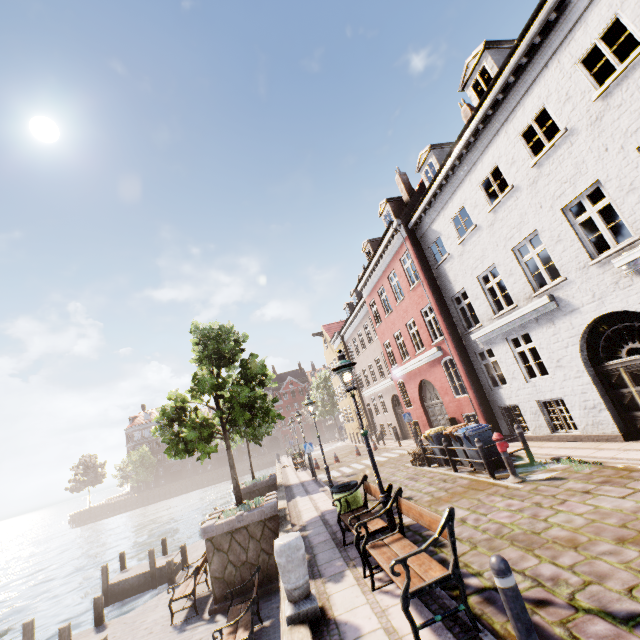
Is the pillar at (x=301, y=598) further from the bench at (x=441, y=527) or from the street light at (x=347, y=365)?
the street light at (x=347, y=365)

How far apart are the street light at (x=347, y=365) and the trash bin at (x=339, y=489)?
2.5m

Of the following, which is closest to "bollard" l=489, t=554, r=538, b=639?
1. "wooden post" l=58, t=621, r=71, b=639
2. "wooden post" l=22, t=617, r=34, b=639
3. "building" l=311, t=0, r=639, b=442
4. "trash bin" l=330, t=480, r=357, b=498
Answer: "trash bin" l=330, t=480, r=357, b=498

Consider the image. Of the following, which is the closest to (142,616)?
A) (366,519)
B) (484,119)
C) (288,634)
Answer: (288,634)

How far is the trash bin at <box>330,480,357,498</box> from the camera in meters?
8.1

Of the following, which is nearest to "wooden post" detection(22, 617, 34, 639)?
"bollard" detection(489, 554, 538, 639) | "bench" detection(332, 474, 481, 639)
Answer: "bench" detection(332, 474, 481, 639)

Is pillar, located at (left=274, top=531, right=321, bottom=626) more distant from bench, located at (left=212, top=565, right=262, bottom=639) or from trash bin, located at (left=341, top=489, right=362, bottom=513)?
trash bin, located at (left=341, top=489, right=362, bottom=513)

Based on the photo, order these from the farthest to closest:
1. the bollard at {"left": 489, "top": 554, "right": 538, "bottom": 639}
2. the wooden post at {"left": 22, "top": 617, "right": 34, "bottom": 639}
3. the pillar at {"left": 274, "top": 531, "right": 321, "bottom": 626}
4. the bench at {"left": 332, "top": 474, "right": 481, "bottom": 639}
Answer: the wooden post at {"left": 22, "top": 617, "right": 34, "bottom": 639}, the pillar at {"left": 274, "top": 531, "right": 321, "bottom": 626}, the bench at {"left": 332, "top": 474, "right": 481, "bottom": 639}, the bollard at {"left": 489, "top": 554, "right": 538, "bottom": 639}
